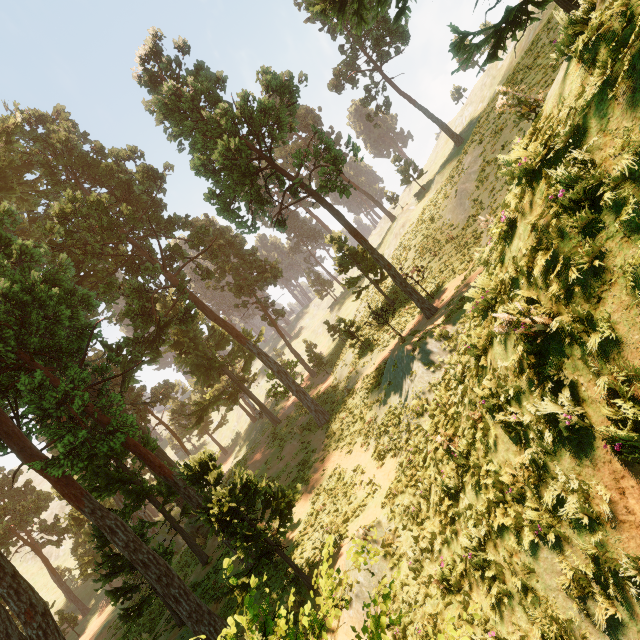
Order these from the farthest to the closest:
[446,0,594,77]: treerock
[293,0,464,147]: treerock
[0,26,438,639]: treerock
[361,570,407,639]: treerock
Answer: [293,0,464,147]: treerock → [0,26,438,639]: treerock → [446,0,594,77]: treerock → [361,570,407,639]: treerock

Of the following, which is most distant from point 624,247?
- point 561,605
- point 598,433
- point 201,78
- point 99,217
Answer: point 99,217

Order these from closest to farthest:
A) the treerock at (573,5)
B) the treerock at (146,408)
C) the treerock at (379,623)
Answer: the treerock at (379,623)
the treerock at (573,5)
the treerock at (146,408)

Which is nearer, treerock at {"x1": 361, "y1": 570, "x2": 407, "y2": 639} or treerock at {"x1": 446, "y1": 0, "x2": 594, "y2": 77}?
treerock at {"x1": 361, "y1": 570, "x2": 407, "y2": 639}

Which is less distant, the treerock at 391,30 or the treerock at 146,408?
the treerock at 146,408
